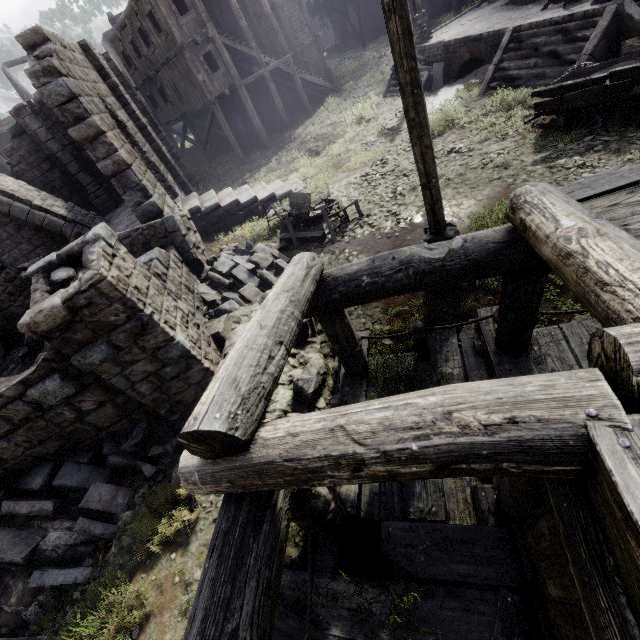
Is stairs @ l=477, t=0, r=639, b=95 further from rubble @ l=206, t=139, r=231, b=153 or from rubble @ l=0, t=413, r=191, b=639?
rubble @ l=206, t=139, r=231, b=153

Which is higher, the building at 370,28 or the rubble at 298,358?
the building at 370,28

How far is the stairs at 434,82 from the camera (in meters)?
15.80

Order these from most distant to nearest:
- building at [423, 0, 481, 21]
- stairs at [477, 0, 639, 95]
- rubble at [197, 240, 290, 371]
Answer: building at [423, 0, 481, 21], stairs at [477, 0, 639, 95], rubble at [197, 240, 290, 371]

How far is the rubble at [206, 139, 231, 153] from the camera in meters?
25.6 m

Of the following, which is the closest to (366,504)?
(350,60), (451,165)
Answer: (451,165)

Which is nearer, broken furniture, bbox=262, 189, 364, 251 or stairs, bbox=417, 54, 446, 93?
broken furniture, bbox=262, 189, 364, 251

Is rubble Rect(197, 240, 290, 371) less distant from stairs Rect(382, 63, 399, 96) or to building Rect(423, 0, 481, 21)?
building Rect(423, 0, 481, 21)
